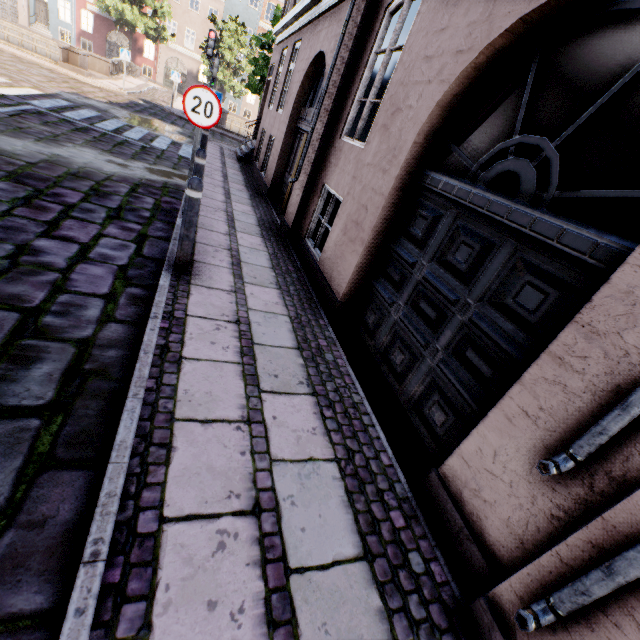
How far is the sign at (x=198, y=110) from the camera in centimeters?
461cm

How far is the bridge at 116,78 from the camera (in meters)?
16.75

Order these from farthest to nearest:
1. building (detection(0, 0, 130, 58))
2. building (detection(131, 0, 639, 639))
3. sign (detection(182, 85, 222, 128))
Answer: building (detection(0, 0, 130, 58)) → sign (detection(182, 85, 222, 128)) → building (detection(131, 0, 639, 639))

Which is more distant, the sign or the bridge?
the bridge

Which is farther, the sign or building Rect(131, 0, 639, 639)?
the sign

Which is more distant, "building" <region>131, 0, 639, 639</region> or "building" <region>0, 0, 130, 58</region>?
"building" <region>0, 0, 130, 58</region>

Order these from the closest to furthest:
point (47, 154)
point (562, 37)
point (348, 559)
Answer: point (348, 559) < point (562, 37) < point (47, 154)
